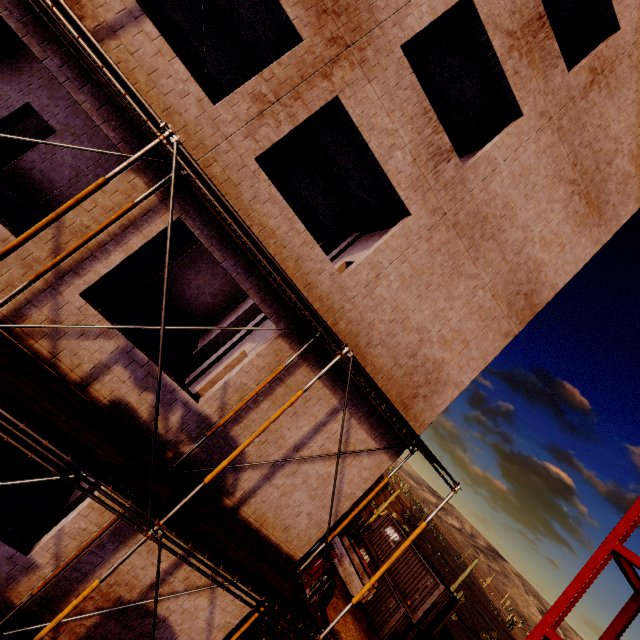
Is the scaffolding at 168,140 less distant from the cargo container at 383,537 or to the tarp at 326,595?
the tarp at 326,595

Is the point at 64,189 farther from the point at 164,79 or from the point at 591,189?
the point at 591,189

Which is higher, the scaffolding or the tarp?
the scaffolding

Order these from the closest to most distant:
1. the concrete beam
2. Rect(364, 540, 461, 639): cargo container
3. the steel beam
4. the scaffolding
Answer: the scaffolding, the steel beam, Rect(364, 540, 461, 639): cargo container, the concrete beam

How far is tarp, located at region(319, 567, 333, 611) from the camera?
16.12m

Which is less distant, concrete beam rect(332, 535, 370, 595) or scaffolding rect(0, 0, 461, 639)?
scaffolding rect(0, 0, 461, 639)

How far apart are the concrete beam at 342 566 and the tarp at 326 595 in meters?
4.7 m

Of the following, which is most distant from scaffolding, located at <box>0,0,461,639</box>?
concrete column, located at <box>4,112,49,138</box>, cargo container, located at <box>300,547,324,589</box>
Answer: concrete column, located at <box>4,112,49,138</box>
